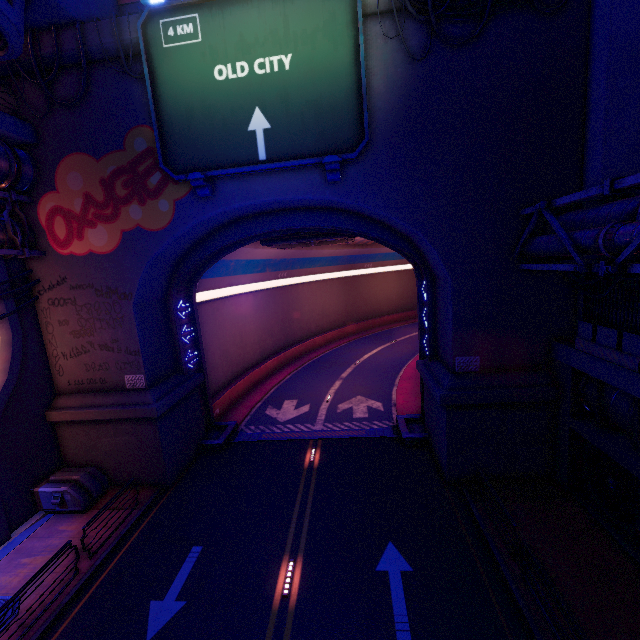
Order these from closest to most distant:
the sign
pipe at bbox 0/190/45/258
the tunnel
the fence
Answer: the fence → the sign → pipe at bbox 0/190/45/258 → the tunnel

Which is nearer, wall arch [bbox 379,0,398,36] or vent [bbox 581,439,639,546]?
vent [bbox 581,439,639,546]

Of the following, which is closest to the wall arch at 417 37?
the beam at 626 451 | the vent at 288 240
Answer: the beam at 626 451

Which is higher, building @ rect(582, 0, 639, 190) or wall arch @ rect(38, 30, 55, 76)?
wall arch @ rect(38, 30, 55, 76)

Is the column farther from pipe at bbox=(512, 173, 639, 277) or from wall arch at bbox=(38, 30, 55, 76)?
pipe at bbox=(512, 173, 639, 277)

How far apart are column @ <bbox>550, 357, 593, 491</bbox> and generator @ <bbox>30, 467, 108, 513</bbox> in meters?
18.8 m

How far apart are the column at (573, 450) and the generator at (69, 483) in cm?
1880

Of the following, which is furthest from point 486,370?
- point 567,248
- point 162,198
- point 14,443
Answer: point 14,443
